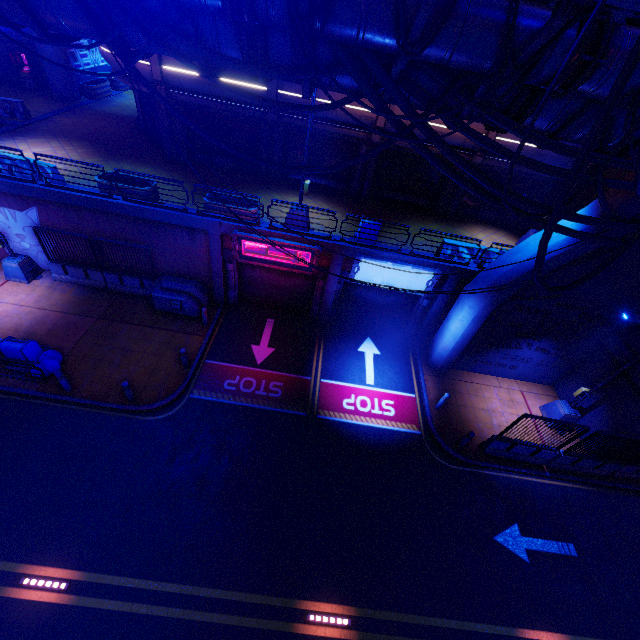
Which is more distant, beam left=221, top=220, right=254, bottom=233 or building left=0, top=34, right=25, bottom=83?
building left=0, top=34, right=25, bottom=83

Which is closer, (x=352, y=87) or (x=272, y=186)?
(x=352, y=87)

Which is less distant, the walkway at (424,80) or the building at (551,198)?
the walkway at (424,80)

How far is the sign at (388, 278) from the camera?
13.69m

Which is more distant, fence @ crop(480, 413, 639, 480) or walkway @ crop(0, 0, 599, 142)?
fence @ crop(480, 413, 639, 480)

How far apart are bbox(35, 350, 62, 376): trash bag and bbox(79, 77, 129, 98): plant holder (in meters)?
19.71

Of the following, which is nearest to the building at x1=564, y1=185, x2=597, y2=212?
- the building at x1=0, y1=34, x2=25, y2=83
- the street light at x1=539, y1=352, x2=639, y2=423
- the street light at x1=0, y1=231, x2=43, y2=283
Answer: the street light at x1=539, y1=352, x2=639, y2=423

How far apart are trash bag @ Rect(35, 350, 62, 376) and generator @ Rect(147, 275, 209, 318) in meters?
3.8
